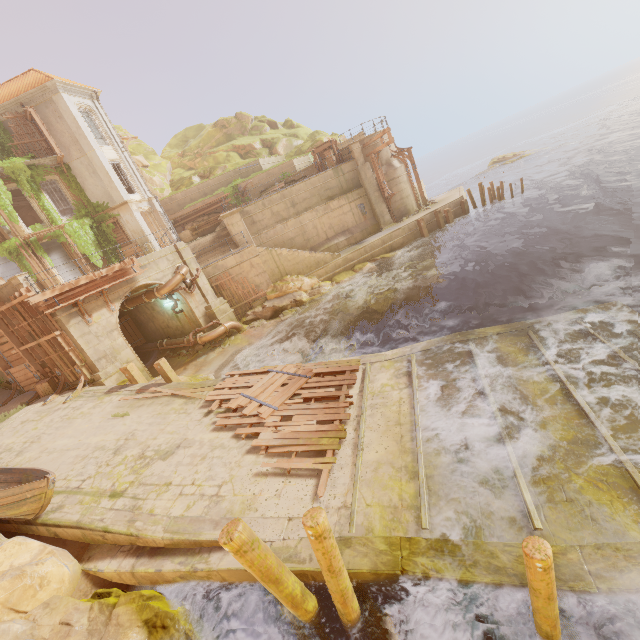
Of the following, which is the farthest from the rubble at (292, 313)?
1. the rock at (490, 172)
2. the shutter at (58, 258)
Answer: the rock at (490, 172)

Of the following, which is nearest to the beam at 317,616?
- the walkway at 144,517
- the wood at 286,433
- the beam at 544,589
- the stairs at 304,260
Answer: the walkway at 144,517

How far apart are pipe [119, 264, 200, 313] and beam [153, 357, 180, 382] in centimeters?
558cm

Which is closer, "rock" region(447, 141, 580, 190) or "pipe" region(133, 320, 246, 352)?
"pipe" region(133, 320, 246, 352)

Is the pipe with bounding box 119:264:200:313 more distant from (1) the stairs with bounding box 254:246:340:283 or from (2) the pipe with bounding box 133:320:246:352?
(1) the stairs with bounding box 254:246:340:283

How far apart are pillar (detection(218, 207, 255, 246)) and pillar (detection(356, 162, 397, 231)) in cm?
962

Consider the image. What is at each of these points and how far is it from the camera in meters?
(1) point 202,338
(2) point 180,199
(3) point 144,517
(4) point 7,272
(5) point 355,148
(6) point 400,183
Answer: (1) pipe, 19.0
(2) building, 30.0
(3) walkway, 7.4
(4) shutter, 21.7
(5) column, 24.7
(6) building, 26.4

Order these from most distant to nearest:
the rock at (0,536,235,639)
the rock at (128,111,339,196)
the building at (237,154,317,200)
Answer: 1. the rock at (128,111,339,196)
2. the building at (237,154,317,200)
3. the rock at (0,536,235,639)
